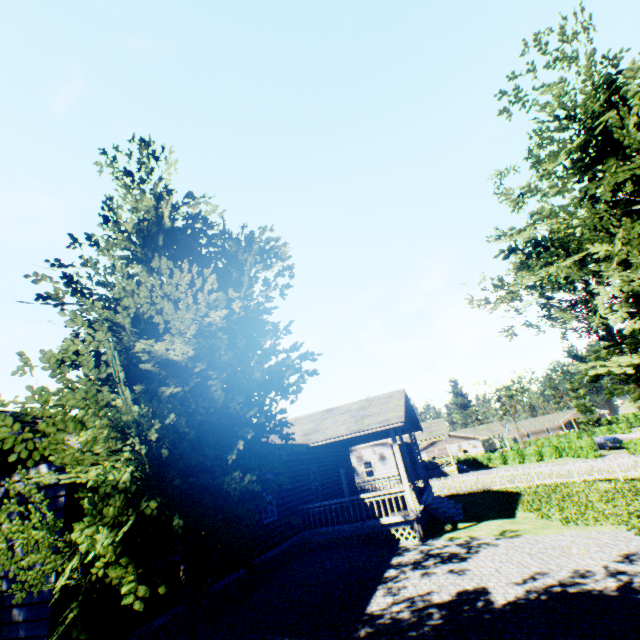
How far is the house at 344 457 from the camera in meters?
11.8

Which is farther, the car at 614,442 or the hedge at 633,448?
the car at 614,442

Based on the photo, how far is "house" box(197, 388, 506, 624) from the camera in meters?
11.8 m

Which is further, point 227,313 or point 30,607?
point 30,607

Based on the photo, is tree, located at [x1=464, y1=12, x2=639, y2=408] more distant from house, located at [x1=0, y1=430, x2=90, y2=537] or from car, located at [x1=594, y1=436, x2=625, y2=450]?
car, located at [x1=594, y1=436, x2=625, y2=450]

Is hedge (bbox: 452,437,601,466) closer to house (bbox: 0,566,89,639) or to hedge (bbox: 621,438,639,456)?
house (bbox: 0,566,89,639)

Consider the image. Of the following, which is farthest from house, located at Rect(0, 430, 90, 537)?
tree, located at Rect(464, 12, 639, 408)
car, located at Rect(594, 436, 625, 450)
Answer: car, located at Rect(594, 436, 625, 450)

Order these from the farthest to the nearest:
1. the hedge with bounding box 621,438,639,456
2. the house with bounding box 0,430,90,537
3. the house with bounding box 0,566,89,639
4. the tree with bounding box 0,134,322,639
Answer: the hedge with bounding box 621,438,639,456 < the house with bounding box 0,430,90,537 < the house with bounding box 0,566,89,639 < the tree with bounding box 0,134,322,639
